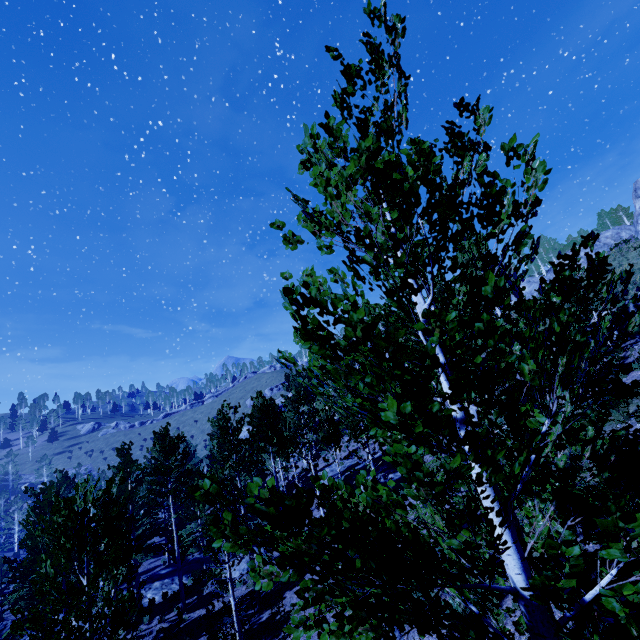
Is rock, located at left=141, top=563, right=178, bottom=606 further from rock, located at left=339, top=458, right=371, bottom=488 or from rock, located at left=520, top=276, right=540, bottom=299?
rock, located at left=520, top=276, right=540, bottom=299

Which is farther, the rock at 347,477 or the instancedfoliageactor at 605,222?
the instancedfoliageactor at 605,222

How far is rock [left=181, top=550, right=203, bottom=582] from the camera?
25.4 meters

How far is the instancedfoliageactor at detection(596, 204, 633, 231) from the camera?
50.62m

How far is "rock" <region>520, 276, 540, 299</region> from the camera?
38.3m

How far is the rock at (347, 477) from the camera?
23.8 meters

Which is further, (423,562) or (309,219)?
(309,219)

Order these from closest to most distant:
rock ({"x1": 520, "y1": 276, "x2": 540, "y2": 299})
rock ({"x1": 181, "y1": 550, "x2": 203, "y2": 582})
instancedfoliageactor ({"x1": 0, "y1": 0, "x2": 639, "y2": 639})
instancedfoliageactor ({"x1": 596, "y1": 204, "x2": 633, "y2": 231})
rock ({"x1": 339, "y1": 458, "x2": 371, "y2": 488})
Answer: instancedfoliageactor ({"x1": 0, "y1": 0, "x2": 639, "y2": 639}) → rock ({"x1": 339, "y1": 458, "x2": 371, "y2": 488}) → rock ({"x1": 181, "y1": 550, "x2": 203, "y2": 582}) → rock ({"x1": 520, "y1": 276, "x2": 540, "y2": 299}) → instancedfoliageactor ({"x1": 596, "y1": 204, "x2": 633, "y2": 231})
